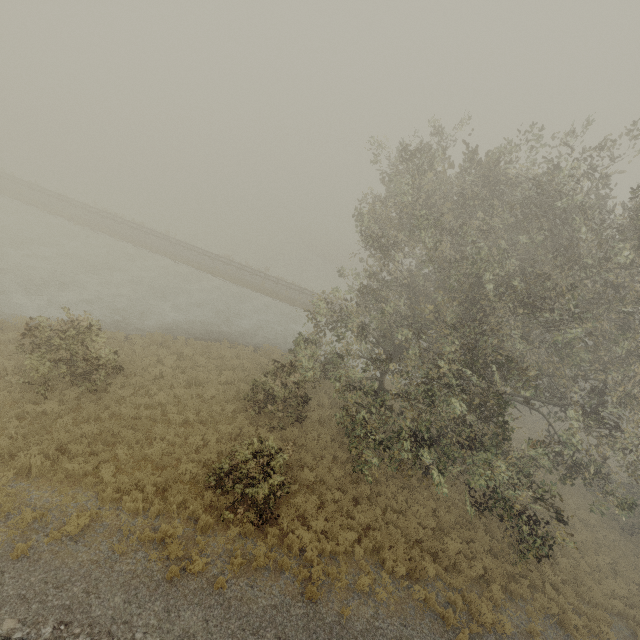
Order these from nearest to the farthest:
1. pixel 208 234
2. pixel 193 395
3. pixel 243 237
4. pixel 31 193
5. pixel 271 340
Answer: pixel 193 395 → pixel 271 340 → pixel 31 193 → pixel 208 234 → pixel 243 237
